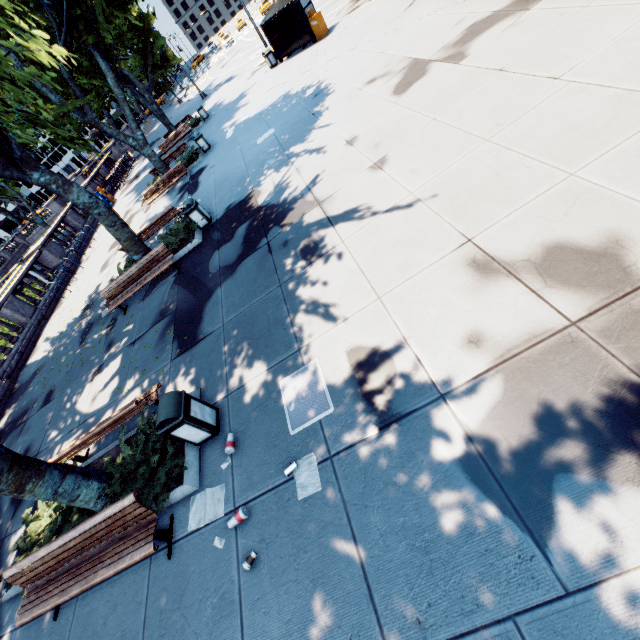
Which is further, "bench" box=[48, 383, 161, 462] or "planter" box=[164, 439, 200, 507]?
"bench" box=[48, 383, 161, 462]

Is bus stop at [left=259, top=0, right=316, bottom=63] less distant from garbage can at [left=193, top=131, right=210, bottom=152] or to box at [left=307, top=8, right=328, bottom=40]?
box at [left=307, top=8, right=328, bottom=40]

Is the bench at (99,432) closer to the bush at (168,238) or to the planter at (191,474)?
the planter at (191,474)

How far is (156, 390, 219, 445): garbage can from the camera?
5.06m

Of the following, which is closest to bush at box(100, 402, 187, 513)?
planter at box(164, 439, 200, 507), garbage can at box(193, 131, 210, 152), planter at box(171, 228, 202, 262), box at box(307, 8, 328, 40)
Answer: planter at box(164, 439, 200, 507)

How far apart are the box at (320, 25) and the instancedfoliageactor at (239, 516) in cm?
2403

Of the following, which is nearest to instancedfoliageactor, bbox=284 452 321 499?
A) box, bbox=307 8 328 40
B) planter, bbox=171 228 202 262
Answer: planter, bbox=171 228 202 262

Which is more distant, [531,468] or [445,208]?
[445,208]
